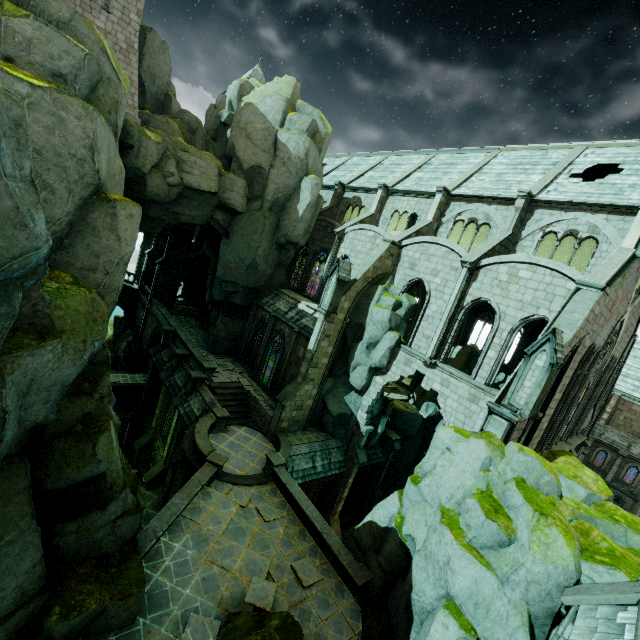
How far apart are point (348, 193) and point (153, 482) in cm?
3067

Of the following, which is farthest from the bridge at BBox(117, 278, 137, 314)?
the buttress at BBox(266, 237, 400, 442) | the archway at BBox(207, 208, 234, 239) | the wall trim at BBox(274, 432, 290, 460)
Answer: the wall trim at BBox(274, 432, 290, 460)

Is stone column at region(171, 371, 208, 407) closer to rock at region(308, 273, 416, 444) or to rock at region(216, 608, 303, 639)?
rock at region(216, 608, 303, 639)

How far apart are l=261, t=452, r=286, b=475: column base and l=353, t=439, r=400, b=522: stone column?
10.8 meters

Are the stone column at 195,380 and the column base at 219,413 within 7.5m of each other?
yes

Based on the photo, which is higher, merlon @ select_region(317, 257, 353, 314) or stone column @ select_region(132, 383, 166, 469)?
merlon @ select_region(317, 257, 353, 314)

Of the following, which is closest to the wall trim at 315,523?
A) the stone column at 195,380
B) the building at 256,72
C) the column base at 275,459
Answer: the column base at 275,459

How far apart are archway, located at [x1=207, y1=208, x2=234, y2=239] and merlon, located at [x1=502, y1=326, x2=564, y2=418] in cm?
2197
